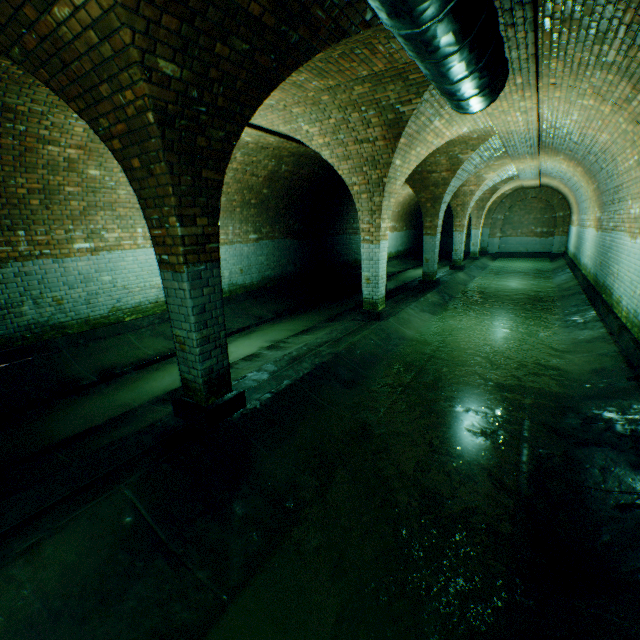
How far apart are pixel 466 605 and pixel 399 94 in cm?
632

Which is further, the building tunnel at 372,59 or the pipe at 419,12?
the building tunnel at 372,59

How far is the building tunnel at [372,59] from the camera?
4.08m

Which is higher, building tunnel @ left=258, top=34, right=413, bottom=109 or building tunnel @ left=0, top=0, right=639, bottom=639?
building tunnel @ left=258, top=34, right=413, bottom=109

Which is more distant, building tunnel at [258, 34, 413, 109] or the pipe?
building tunnel at [258, 34, 413, 109]

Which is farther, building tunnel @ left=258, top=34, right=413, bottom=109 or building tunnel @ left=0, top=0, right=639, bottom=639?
building tunnel @ left=258, top=34, right=413, bottom=109

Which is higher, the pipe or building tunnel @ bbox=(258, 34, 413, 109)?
building tunnel @ bbox=(258, 34, 413, 109)

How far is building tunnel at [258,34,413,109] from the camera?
4.08m
